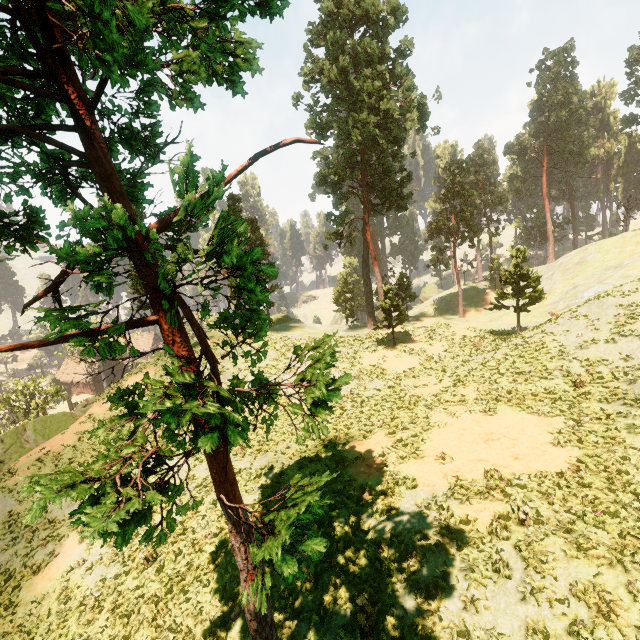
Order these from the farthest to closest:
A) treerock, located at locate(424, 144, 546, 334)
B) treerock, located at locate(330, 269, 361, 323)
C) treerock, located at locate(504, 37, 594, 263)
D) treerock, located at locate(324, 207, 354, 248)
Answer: treerock, located at locate(504, 37, 594, 263) → treerock, located at locate(330, 269, 361, 323) → treerock, located at locate(324, 207, 354, 248) → treerock, located at locate(424, 144, 546, 334)

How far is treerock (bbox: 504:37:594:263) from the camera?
53.19m

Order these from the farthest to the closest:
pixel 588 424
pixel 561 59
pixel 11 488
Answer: pixel 561 59 → pixel 11 488 → pixel 588 424

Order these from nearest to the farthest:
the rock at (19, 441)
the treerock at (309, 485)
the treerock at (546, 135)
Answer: the treerock at (309, 485)
the rock at (19, 441)
the treerock at (546, 135)

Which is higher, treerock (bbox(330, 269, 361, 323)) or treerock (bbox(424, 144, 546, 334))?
treerock (bbox(424, 144, 546, 334))

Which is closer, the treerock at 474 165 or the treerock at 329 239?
the treerock at 474 165
